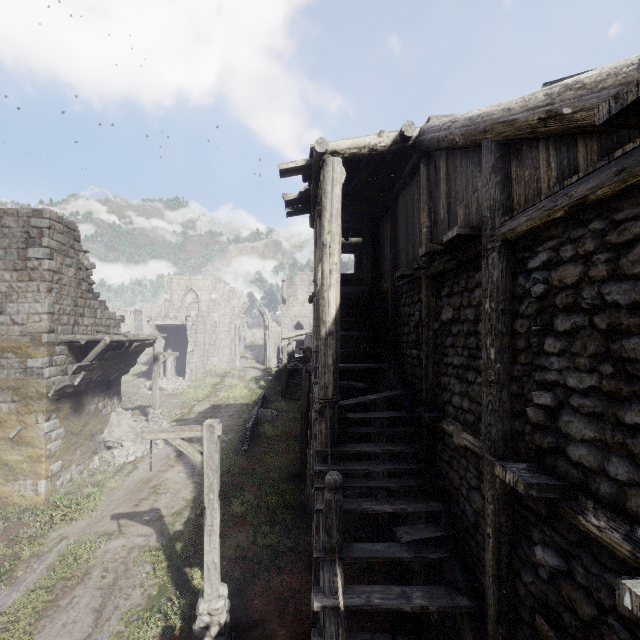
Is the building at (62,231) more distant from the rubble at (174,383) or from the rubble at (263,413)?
the rubble at (263,413)

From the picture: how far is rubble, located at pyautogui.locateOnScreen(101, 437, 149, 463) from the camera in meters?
15.6

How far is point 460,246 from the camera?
5.0m

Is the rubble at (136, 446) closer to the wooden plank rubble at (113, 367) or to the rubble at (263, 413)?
the wooden plank rubble at (113, 367)

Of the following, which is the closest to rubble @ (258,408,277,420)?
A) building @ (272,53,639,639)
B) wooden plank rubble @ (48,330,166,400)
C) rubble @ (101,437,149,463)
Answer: building @ (272,53,639,639)

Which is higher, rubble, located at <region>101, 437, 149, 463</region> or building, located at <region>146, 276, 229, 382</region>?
building, located at <region>146, 276, 229, 382</region>

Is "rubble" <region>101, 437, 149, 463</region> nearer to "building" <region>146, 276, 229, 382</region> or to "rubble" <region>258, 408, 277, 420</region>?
"building" <region>146, 276, 229, 382</region>

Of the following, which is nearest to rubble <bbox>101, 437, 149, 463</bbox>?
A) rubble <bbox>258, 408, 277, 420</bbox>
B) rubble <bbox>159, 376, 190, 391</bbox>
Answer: rubble <bbox>258, 408, 277, 420</bbox>
